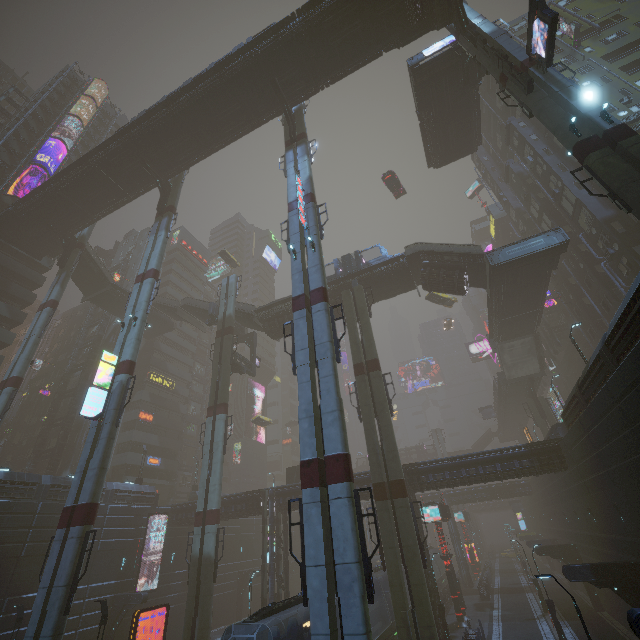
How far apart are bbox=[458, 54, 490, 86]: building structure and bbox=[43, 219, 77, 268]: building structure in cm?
4559

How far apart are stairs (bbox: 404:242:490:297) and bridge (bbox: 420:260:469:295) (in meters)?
0.00

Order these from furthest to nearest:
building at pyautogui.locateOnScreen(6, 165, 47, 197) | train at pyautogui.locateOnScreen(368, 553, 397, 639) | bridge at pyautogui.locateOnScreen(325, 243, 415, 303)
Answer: building at pyautogui.locateOnScreen(6, 165, 47, 197) < bridge at pyautogui.locateOnScreen(325, 243, 415, 303) < train at pyautogui.locateOnScreen(368, 553, 397, 639)

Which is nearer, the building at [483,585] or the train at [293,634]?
the train at [293,634]

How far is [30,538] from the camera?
24.86m

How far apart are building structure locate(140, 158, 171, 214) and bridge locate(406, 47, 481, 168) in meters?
26.3

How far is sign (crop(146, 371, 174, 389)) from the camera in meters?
50.6

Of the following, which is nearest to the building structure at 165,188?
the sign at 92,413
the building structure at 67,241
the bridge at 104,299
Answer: the building structure at 67,241
